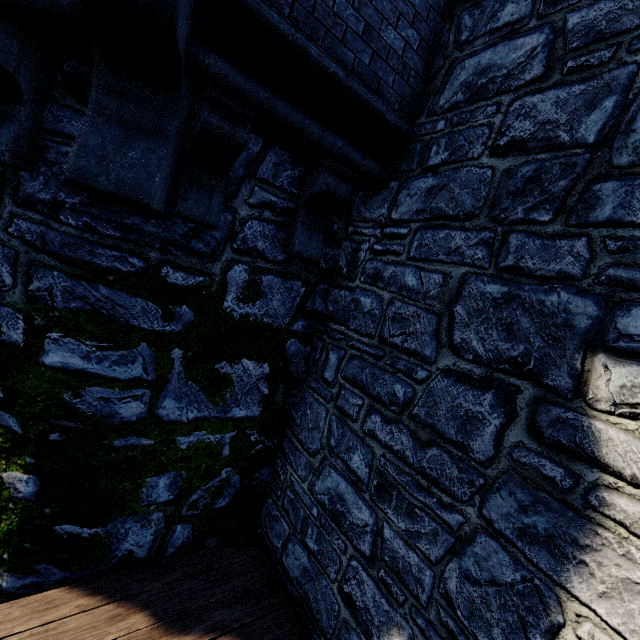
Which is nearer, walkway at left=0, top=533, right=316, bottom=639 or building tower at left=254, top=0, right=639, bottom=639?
building tower at left=254, top=0, right=639, bottom=639

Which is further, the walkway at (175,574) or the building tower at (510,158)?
the walkway at (175,574)

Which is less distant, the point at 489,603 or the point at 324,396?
the point at 489,603

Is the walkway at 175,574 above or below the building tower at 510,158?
below

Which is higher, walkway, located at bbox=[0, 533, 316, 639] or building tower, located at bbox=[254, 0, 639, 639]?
building tower, located at bbox=[254, 0, 639, 639]
